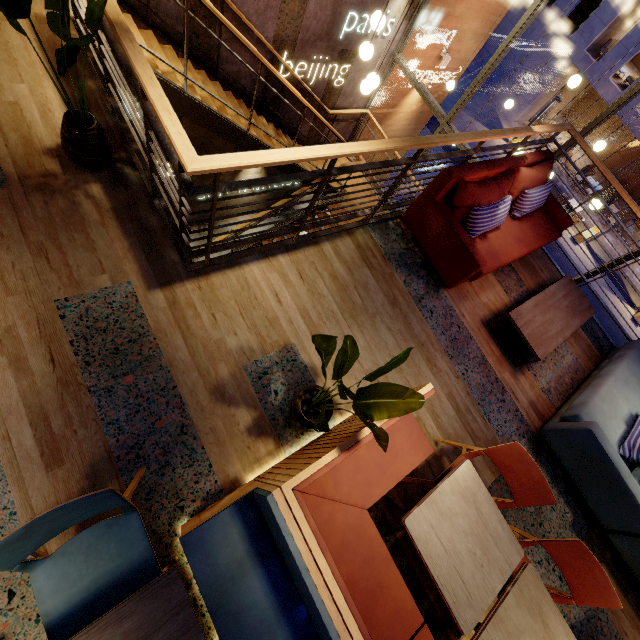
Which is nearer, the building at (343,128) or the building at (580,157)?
the building at (343,128)

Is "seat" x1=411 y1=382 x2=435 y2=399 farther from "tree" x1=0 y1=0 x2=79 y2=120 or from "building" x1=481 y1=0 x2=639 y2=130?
"building" x1=481 y1=0 x2=639 y2=130

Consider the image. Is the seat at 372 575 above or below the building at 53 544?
above

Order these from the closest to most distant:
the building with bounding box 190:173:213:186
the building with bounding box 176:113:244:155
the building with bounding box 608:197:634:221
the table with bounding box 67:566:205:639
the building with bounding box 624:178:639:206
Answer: the table with bounding box 67:566:205:639 → the building with bounding box 176:113:244:155 → the building with bounding box 190:173:213:186 → the building with bounding box 624:178:639:206 → the building with bounding box 608:197:634:221

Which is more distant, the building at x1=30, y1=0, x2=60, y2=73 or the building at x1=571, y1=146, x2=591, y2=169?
the building at x1=571, y1=146, x2=591, y2=169

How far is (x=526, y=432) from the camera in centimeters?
342cm

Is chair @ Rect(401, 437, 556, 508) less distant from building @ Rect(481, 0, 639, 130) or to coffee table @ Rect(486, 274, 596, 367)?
coffee table @ Rect(486, 274, 596, 367)

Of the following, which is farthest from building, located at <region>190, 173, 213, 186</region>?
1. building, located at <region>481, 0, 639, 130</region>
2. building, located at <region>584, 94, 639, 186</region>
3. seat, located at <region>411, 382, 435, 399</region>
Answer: building, located at <region>584, 94, 639, 186</region>
